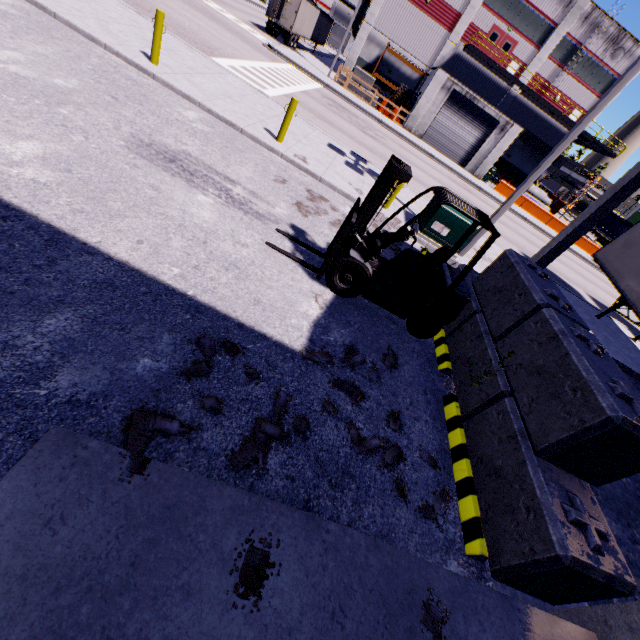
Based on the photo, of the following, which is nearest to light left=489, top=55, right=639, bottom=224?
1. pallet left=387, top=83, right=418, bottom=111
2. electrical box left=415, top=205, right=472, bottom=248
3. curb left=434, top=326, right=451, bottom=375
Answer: electrical box left=415, top=205, right=472, bottom=248

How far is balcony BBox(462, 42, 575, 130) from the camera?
29.12m

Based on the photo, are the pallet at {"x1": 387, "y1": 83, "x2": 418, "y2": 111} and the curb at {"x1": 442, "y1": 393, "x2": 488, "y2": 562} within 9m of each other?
no

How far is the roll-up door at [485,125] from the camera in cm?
2789

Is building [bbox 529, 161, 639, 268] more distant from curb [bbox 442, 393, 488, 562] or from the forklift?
the forklift

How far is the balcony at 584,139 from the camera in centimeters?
3111cm

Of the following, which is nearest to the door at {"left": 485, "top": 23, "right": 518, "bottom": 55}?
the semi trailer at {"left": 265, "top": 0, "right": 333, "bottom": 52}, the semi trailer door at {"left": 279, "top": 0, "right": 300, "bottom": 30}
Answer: the semi trailer at {"left": 265, "top": 0, "right": 333, "bottom": 52}

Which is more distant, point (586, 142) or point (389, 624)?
point (586, 142)
